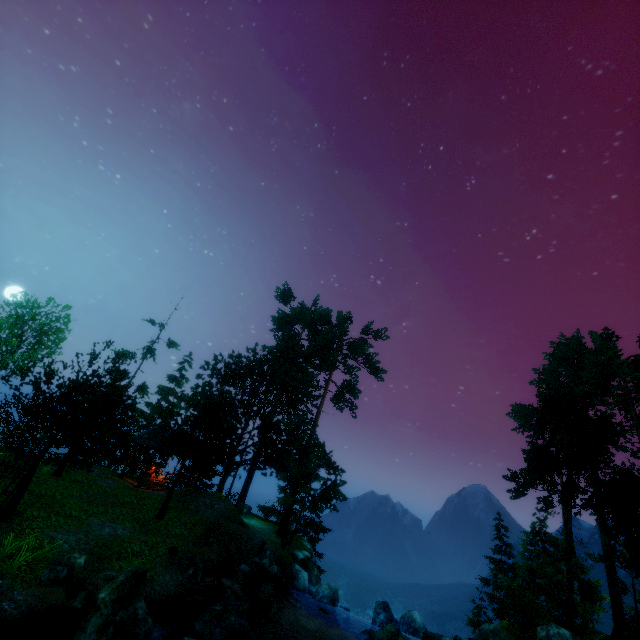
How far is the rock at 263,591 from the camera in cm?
1644

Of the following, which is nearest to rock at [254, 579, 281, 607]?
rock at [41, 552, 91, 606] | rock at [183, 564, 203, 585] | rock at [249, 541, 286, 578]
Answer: rock at [249, 541, 286, 578]

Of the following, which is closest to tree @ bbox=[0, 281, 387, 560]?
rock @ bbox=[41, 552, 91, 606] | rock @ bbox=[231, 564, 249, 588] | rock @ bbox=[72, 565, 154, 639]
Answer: rock @ bbox=[41, 552, 91, 606]

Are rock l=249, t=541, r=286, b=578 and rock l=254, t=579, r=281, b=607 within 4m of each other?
yes

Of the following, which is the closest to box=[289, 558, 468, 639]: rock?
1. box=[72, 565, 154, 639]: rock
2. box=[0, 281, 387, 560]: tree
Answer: box=[0, 281, 387, 560]: tree

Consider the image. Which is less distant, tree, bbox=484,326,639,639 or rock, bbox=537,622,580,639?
rock, bbox=537,622,580,639

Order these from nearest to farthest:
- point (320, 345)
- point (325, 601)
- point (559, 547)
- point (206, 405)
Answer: point (325, 601), point (559, 547), point (206, 405), point (320, 345)

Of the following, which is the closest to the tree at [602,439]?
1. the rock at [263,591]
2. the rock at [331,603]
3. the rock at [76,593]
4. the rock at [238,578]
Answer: the rock at [331,603]
